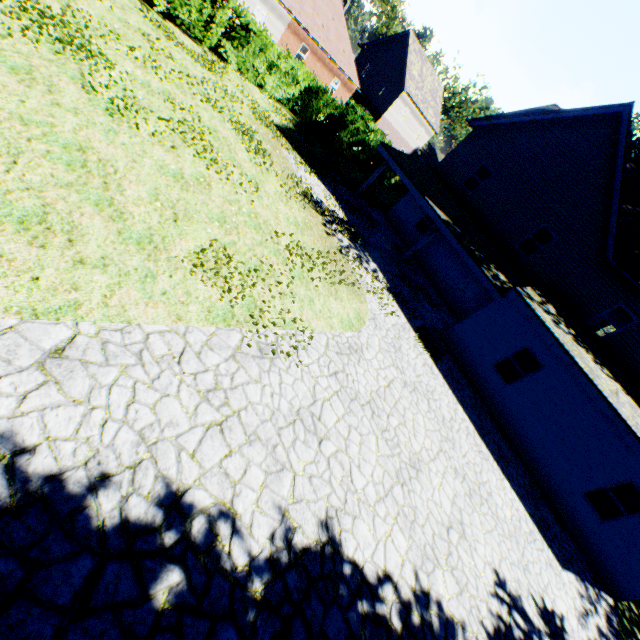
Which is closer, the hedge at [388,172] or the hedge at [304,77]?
the hedge at [304,77]

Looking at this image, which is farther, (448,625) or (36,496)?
(448,625)

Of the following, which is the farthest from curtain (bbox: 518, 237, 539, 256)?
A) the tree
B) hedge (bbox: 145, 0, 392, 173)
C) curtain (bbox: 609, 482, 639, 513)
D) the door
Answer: the tree

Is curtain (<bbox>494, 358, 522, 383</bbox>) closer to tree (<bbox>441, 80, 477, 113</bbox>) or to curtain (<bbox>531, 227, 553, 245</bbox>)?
curtain (<bbox>531, 227, 553, 245</bbox>)

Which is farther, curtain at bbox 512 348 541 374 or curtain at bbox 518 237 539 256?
curtain at bbox 518 237 539 256

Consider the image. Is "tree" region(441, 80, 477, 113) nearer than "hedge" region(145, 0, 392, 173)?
Answer: No

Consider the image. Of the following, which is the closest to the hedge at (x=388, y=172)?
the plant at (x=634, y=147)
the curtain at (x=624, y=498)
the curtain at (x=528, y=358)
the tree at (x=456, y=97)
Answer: the tree at (x=456, y=97)

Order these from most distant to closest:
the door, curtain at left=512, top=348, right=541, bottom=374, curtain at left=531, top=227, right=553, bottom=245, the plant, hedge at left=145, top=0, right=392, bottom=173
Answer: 1. the plant
2. the door
3. curtain at left=531, top=227, right=553, bottom=245
4. hedge at left=145, top=0, right=392, bottom=173
5. curtain at left=512, top=348, right=541, bottom=374
